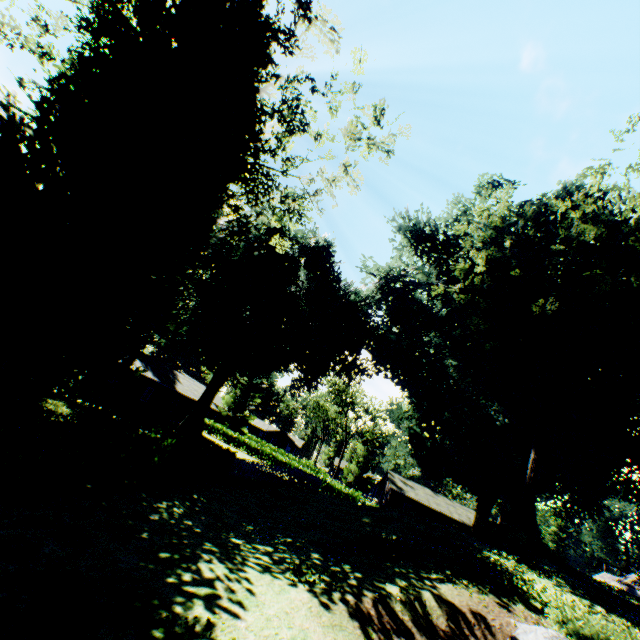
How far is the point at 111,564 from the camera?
6.38m

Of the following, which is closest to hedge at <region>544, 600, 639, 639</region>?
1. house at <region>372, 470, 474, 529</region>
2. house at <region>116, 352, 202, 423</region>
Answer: house at <region>116, 352, 202, 423</region>

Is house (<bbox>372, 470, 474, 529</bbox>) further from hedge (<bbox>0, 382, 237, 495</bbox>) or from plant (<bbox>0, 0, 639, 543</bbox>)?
hedge (<bbox>0, 382, 237, 495</bbox>)

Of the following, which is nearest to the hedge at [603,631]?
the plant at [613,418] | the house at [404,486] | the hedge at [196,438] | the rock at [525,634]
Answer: the rock at [525,634]

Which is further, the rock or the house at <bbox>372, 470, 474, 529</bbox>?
the house at <bbox>372, 470, 474, 529</bbox>

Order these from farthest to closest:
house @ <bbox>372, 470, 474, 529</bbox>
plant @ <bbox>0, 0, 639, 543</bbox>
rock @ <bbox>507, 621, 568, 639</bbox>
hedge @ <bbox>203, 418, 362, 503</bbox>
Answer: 1. house @ <bbox>372, 470, 474, 529</bbox>
2. hedge @ <bbox>203, 418, 362, 503</bbox>
3. plant @ <bbox>0, 0, 639, 543</bbox>
4. rock @ <bbox>507, 621, 568, 639</bbox>

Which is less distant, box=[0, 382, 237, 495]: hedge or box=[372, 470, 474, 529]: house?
box=[0, 382, 237, 495]: hedge

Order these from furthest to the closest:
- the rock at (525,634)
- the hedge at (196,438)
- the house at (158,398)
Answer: the house at (158,398)
the rock at (525,634)
the hedge at (196,438)
